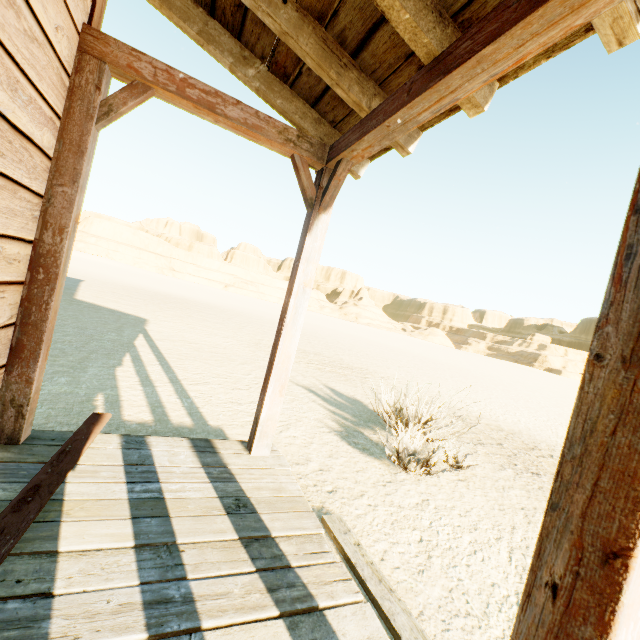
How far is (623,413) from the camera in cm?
70

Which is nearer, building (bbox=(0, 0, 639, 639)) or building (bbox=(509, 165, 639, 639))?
building (bbox=(509, 165, 639, 639))

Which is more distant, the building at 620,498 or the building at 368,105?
the building at 368,105
